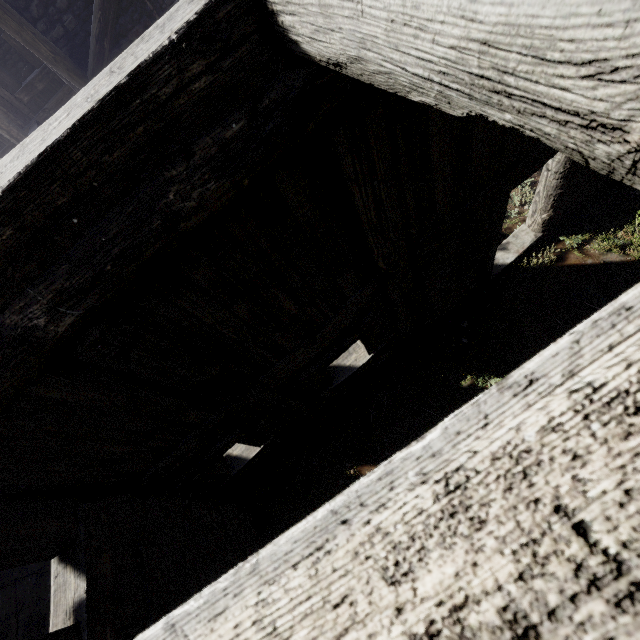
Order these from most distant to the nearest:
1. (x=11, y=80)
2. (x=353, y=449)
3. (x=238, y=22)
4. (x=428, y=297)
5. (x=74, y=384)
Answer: (x=11, y=80) < (x=353, y=449) < (x=428, y=297) < (x=74, y=384) < (x=238, y=22)
